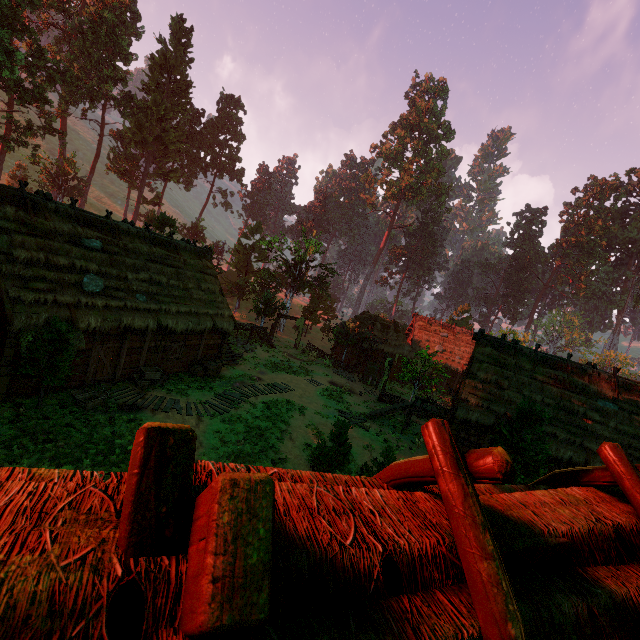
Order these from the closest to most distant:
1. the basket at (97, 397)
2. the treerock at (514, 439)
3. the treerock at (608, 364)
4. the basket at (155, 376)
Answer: the basket at (97, 397) < the treerock at (514, 439) < the basket at (155, 376) < the treerock at (608, 364)

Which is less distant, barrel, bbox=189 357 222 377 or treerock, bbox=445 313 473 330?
barrel, bbox=189 357 222 377

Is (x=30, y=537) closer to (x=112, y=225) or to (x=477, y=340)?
(x=112, y=225)

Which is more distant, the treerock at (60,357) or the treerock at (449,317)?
the treerock at (449,317)

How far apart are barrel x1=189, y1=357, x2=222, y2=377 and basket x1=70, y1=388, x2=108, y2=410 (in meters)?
5.53

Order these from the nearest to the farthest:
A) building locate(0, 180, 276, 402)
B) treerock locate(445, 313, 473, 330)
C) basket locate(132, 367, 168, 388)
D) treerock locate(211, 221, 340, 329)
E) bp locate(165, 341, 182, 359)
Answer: building locate(0, 180, 276, 402) < basket locate(132, 367, 168, 388) < bp locate(165, 341, 182, 359) < treerock locate(211, 221, 340, 329) < treerock locate(445, 313, 473, 330)

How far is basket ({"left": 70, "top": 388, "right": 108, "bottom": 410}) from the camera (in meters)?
13.20

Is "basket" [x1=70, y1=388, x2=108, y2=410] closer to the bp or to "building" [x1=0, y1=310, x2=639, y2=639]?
"building" [x1=0, y1=310, x2=639, y2=639]
